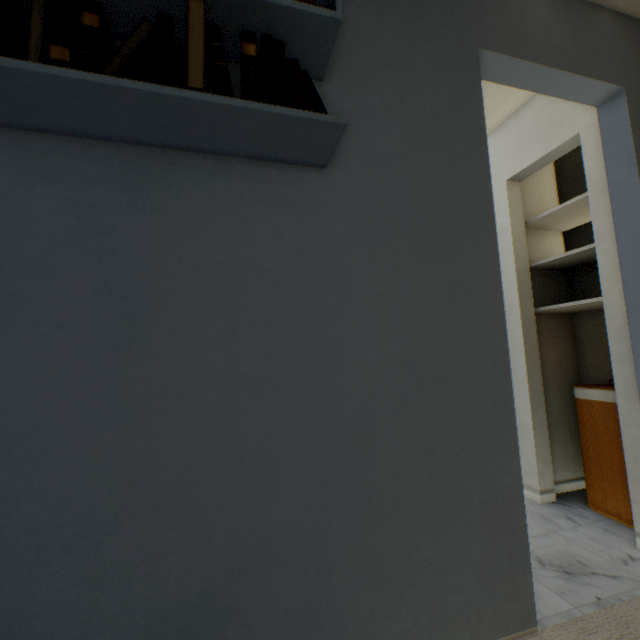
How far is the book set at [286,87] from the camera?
0.78m

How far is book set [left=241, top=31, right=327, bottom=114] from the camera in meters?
0.8 m

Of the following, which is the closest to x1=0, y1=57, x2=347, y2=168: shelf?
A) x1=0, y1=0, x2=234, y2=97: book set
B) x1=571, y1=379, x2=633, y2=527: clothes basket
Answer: x1=0, y1=0, x2=234, y2=97: book set

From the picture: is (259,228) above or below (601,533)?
above

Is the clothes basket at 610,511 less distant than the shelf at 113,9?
No

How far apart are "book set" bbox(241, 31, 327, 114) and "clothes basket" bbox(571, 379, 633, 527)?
2.1m

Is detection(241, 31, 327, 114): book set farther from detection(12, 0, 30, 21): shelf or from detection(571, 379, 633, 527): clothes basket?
detection(571, 379, 633, 527): clothes basket
